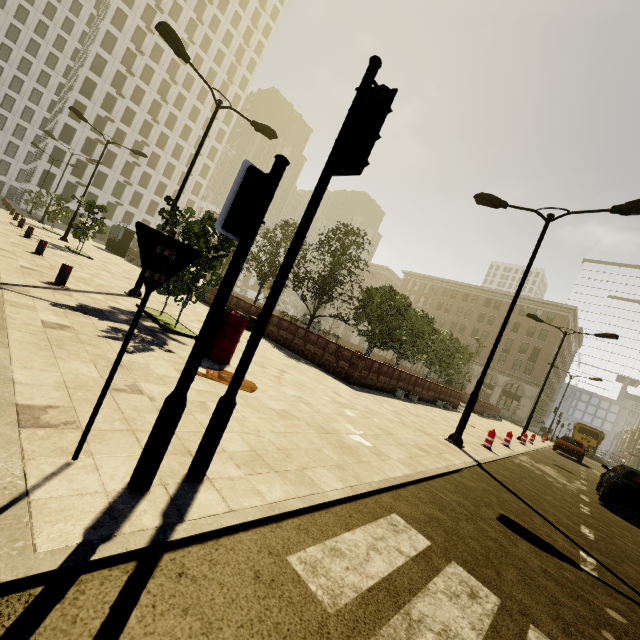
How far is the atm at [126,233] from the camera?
32.09m

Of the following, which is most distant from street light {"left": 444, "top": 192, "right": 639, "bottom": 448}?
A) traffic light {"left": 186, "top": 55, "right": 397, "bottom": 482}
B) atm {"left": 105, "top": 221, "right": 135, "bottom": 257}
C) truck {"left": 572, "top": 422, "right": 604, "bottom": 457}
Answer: truck {"left": 572, "top": 422, "right": 604, "bottom": 457}

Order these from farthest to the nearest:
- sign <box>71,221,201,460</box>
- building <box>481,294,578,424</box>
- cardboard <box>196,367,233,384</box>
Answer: building <box>481,294,578,424</box>
cardboard <box>196,367,233,384</box>
sign <box>71,221,201,460</box>

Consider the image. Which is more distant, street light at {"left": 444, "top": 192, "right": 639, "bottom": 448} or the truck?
the truck

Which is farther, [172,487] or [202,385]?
[202,385]

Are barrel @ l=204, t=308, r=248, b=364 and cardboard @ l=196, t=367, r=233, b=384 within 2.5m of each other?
yes

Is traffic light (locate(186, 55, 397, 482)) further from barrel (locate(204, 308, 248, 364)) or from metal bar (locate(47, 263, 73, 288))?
metal bar (locate(47, 263, 73, 288))

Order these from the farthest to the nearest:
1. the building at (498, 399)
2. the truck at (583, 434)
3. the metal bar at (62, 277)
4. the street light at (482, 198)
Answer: the building at (498, 399) < the truck at (583, 434) < the street light at (482, 198) < the metal bar at (62, 277)
